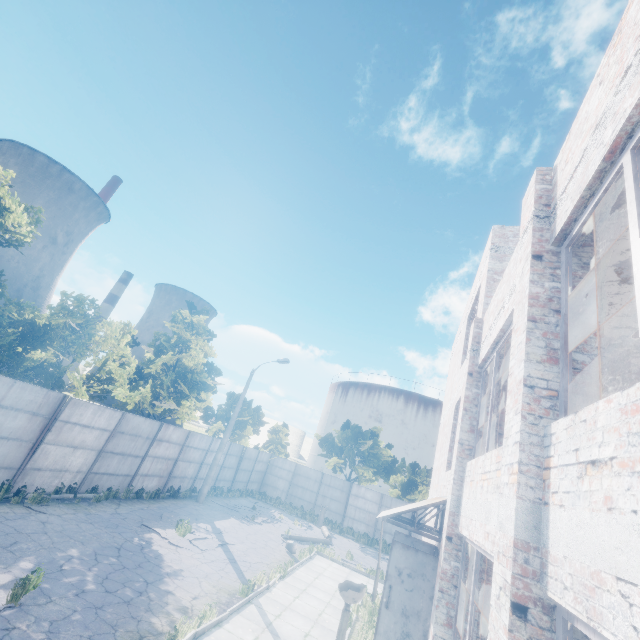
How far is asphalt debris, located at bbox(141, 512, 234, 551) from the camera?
12.7m

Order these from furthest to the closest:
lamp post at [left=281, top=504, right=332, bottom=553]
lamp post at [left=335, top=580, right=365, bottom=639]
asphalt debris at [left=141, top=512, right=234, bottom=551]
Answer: lamp post at [left=281, top=504, right=332, bottom=553] → asphalt debris at [left=141, top=512, right=234, bottom=551] → lamp post at [left=335, top=580, right=365, bottom=639]

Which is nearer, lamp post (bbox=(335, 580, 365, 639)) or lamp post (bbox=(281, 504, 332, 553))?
lamp post (bbox=(335, 580, 365, 639))

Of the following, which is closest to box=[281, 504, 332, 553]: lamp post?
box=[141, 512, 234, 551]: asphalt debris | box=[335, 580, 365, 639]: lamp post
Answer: box=[141, 512, 234, 551]: asphalt debris

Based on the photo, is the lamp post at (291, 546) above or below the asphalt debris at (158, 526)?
above

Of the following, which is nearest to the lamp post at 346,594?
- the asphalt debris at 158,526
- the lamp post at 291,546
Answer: the asphalt debris at 158,526

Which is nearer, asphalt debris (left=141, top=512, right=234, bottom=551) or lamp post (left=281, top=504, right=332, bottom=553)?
asphalt debris (left=141, top=512, right=234, bottom=551)

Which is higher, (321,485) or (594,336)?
(594,336)
